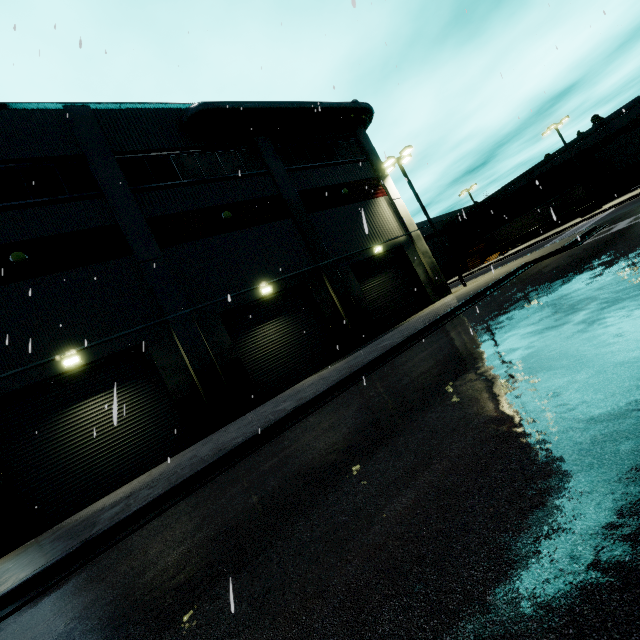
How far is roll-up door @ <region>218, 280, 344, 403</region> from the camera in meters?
14.5 m

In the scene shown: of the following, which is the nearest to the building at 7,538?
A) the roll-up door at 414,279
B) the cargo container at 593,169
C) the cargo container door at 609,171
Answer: the roll-up door at 414,279

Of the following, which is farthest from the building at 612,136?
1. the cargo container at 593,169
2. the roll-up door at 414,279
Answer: the cargo container at 593,169

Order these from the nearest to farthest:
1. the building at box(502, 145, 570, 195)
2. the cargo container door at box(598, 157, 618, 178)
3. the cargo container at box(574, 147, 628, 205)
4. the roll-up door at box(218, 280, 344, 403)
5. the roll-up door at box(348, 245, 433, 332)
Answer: the roll-up door at box(218, 280, 344, 403), the roll-up door at box(348, 245, 433, 332), the cargo container door at box(598, 157, 618, 178), the cargo container at box(574, 147, 628, 205), the building at box(502, 145, 570, 195)

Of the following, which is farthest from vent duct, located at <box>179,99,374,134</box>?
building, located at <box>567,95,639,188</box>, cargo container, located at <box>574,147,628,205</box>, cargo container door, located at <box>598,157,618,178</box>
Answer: cargo container door, located at <box>598,157,618,178</box>

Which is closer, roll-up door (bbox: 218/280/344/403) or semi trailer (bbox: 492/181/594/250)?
roll-up door (bbox: 218/280/344/403)

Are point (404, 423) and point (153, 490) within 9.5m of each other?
yes

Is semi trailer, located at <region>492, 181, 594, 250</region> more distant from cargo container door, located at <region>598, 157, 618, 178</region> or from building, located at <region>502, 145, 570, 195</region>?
cargo container door, located at <region>598, 157, 618, 178</region>
